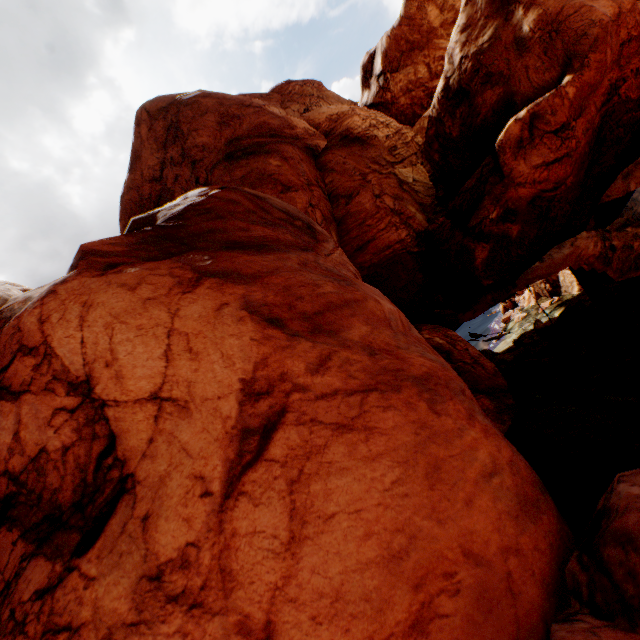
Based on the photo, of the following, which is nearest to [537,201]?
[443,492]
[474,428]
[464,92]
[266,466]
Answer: [464,92]
